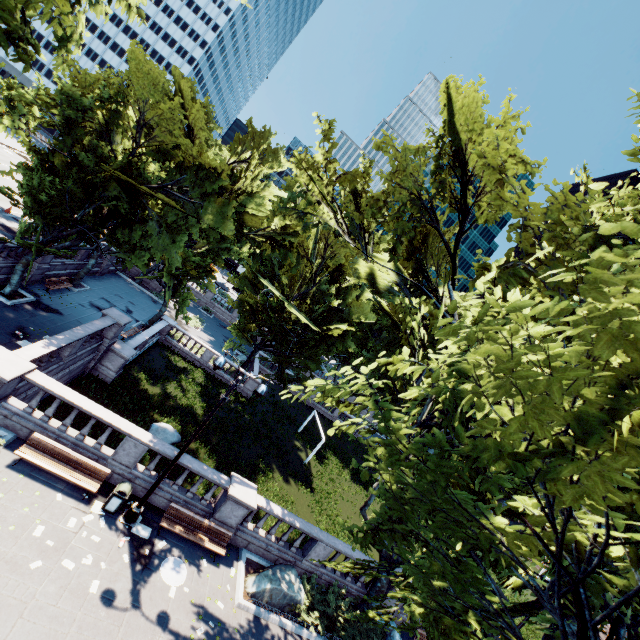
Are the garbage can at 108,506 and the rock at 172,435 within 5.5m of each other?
no

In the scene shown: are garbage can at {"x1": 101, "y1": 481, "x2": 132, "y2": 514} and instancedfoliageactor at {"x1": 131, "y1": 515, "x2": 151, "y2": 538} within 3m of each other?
yes

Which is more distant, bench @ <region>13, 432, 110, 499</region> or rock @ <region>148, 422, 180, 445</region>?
Answer: rock @ <region>148, 422, 180, 445</region>

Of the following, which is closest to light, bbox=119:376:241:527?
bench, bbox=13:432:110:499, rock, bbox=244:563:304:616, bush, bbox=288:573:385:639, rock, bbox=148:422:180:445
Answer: bench, bbox=13:432:110:499

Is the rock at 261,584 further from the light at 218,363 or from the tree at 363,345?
the light at 218,363

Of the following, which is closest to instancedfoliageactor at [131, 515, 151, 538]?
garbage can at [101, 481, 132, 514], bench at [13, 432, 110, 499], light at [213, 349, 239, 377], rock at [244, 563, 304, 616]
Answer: light at [213, 349, 239, 377]

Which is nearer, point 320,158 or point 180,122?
point 320,158

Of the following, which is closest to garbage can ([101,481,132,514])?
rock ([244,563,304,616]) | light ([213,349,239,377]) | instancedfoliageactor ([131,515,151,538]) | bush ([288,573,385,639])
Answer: light ([213,349,239,377])
